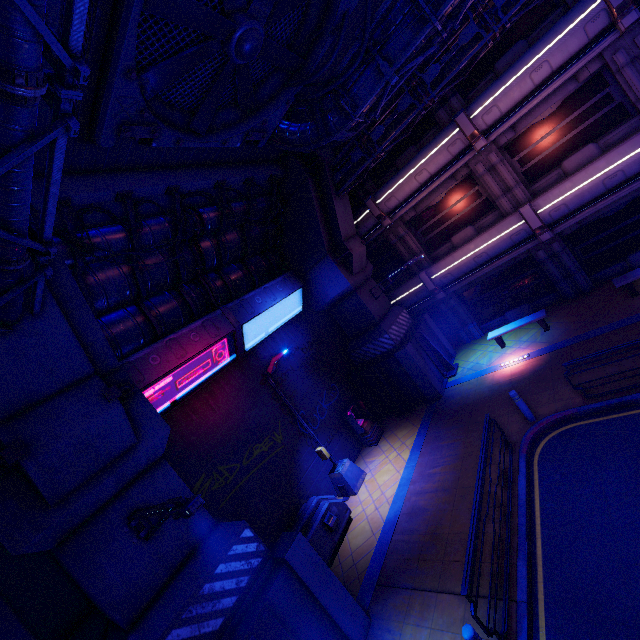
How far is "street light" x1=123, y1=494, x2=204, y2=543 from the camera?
4.29m

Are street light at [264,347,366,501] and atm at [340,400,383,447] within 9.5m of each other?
yes

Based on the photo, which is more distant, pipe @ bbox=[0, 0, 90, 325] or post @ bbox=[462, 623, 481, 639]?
post @ bbox=[462, 623, 481, 639]

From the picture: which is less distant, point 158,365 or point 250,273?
point 158,365

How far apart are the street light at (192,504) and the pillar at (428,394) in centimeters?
1082cm

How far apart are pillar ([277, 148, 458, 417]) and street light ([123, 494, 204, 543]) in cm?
1082

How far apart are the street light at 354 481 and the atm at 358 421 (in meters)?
1.31

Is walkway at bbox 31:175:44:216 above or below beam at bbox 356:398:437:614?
above
